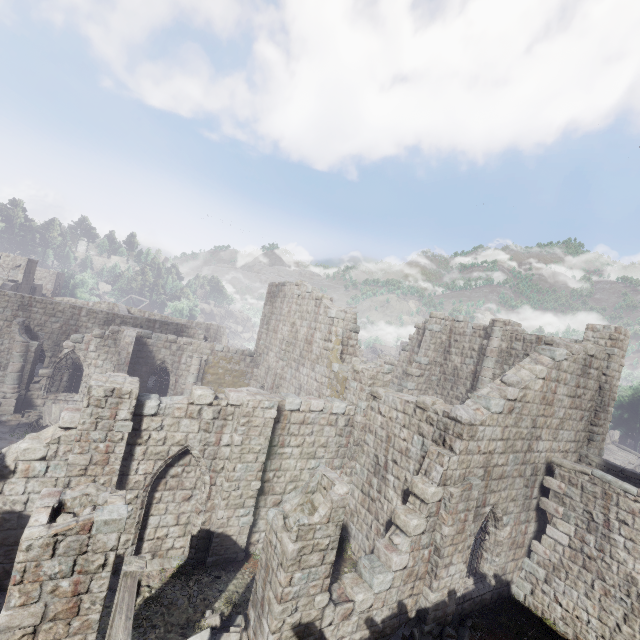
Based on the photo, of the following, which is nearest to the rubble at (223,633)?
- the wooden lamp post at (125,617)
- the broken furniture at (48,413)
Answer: the wooden lamp post at (125,617)

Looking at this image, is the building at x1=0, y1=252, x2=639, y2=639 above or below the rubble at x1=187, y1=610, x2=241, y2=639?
above

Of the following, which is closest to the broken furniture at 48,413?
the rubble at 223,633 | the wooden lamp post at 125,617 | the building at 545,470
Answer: the building at 545,470

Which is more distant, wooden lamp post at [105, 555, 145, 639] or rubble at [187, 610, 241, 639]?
rubble at [187, 610, 241, 639]

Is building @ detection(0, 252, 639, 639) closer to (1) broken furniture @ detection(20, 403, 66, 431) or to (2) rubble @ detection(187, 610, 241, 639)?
(1) broken furniture @ detection(20, 403, 66, 431)

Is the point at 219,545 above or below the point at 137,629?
above

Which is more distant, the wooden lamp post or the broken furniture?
the broken furniture

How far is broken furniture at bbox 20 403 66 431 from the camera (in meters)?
17.70
